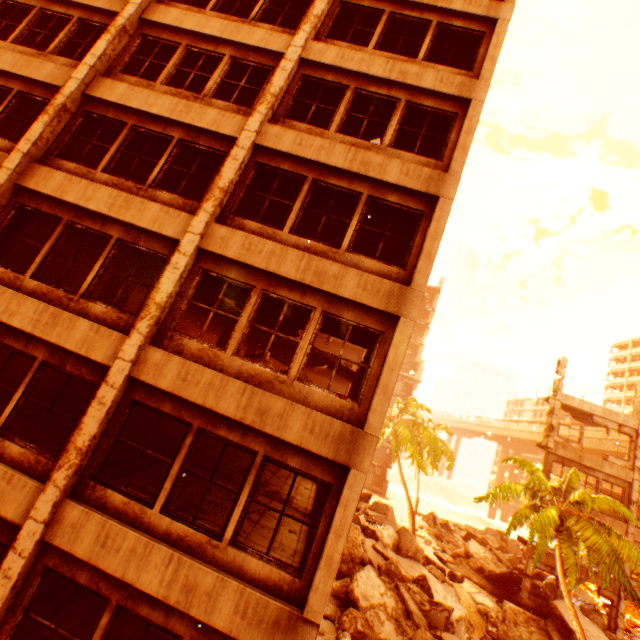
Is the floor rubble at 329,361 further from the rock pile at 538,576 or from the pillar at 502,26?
the rock pile at 538,576

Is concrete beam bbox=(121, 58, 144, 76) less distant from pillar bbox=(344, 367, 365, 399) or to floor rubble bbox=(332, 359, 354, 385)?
pillar bbox=(344, 367, 365, 399)

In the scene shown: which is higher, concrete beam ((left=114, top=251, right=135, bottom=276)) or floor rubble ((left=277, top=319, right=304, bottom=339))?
floor rubble ((left=277, top=319, right=304, bottom=339))

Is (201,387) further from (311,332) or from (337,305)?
(337,305)

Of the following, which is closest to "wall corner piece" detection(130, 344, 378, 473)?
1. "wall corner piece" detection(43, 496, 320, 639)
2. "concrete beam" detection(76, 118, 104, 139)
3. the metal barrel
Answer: "wall corner piece" detection(43, 496, 320, 639)

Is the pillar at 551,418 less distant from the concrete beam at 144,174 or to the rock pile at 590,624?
the rock pile at 590,624

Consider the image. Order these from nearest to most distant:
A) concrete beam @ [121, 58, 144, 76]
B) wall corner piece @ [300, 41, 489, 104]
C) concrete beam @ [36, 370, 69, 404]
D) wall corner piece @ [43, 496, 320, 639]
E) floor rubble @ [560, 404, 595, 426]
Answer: wall corner piece @ [43, 496, 320, 639], wall corner piece @ [300, 41, 489, 104], concrete beam @ [121, 58, 144, 76], concrete beam @ [36, 370, 69, 404], floor rubble @ [560, 404, 595, 426]

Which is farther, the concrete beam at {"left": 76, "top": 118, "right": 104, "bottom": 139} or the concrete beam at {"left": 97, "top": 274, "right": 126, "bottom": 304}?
the concrete beam at {"left": 97, "top": 274, "right": 126, "bottom": 304}
